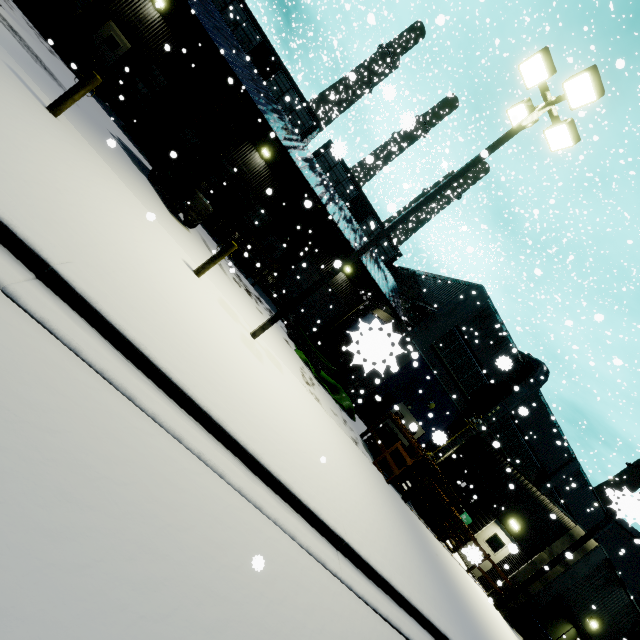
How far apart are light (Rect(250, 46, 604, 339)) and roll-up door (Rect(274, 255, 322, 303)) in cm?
1504

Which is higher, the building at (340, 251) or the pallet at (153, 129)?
the building at (340, 251)

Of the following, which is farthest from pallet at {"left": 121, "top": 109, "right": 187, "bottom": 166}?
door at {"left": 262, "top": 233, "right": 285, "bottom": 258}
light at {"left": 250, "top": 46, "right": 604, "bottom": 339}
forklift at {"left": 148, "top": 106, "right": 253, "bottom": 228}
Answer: light at {"left": 250, "top": 46, "right": 604, "bottom": 339}

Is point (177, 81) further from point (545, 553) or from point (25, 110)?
point (545, 553)

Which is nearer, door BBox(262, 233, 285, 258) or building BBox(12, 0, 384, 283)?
building BBox(12, 0, 384, 283)

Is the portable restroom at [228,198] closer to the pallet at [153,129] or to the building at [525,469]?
the pallet at [153,129]

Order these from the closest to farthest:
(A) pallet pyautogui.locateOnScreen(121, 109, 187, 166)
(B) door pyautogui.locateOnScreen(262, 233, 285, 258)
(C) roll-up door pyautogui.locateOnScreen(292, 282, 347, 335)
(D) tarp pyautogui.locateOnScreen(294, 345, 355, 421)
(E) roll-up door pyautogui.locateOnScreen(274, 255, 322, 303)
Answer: (D) tarp pyautogui.locateOnScreen(294, 345, 355, 421) < (A) pallet pyautogui.locateOnScreen(121, 109, 187, 166) < (B) door pyautogui.locateOnScreen(262, 233, 285, 258) < (E) roll-up door pyautogui.locateOnScreen(274, 255, 322, 303) < (C) roll-up door pyautogui.locateOnScreen(292, 282, 347, 335)

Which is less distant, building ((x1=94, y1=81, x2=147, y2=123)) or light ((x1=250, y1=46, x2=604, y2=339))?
light ((x1=250, y1=46, x2=604, y2=339))
